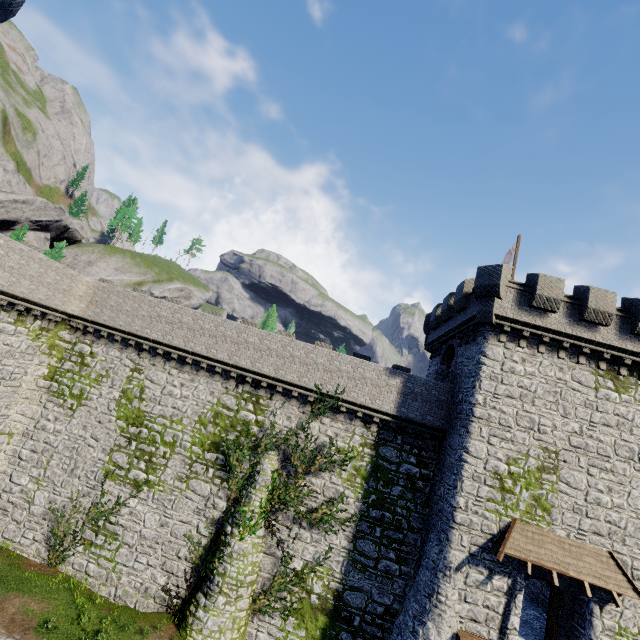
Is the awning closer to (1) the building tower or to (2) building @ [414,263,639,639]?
(2) building @ [414,263,639,639]

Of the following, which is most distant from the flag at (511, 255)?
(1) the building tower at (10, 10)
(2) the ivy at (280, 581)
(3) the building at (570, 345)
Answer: (1) the building tower at (10, 10)

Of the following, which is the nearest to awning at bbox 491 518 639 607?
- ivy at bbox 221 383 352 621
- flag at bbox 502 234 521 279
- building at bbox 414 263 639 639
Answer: building at bbox 414 263 639 639

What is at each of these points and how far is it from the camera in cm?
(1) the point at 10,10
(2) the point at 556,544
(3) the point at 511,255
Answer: (1) building tower, 754
(2) awning, 1438
(3) flag, 2119

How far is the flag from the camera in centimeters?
1997cm

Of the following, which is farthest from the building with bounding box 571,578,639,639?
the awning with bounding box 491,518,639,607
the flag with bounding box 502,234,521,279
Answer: the flag with bounding box 502,234,521,279

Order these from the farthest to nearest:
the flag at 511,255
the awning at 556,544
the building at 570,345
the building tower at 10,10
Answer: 1. the flag at 511,255
2. the building at 570,345
3. the awning at 556,544
4. the building tower at 10,10

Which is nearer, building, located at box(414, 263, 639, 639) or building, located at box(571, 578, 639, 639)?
building, located at box(571, 578, 639, 639)
